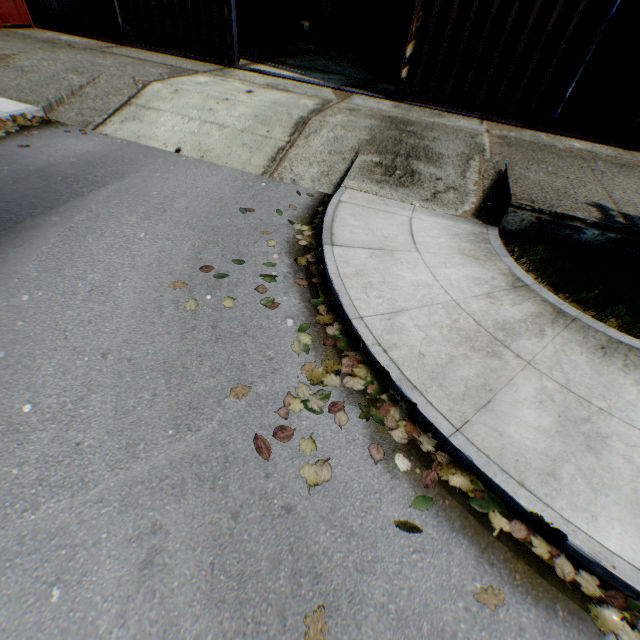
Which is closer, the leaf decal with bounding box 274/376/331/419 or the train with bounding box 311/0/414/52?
the leaf decal with bounding box 274/376/331/419

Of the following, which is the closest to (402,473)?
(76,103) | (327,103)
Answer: (327,103)

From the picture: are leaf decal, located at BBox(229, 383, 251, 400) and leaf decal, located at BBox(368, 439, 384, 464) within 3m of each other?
yes

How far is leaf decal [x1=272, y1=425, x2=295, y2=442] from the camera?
2.8m

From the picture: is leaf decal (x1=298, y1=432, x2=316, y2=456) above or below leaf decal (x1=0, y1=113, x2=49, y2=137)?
below

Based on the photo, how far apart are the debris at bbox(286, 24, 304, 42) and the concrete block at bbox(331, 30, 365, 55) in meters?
2.5

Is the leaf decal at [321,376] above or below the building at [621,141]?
below

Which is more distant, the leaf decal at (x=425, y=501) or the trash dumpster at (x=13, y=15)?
the trash dumpster at (x=13, y=15)
